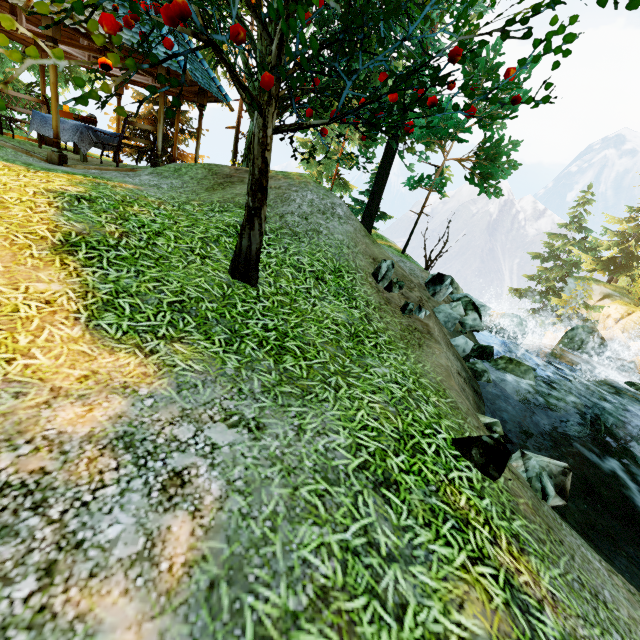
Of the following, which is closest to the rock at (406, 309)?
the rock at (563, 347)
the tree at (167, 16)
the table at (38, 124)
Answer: the tree at (167, 16)

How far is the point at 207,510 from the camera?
2.05m

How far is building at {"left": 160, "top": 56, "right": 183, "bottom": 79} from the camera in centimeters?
757cm

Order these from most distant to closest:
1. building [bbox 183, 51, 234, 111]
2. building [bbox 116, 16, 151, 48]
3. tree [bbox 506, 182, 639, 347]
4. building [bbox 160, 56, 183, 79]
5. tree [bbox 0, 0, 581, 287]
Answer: tree [bbox 506, 182, 639, 347]
building [bbox 183, 51, 234, 111]
building [bbox 160, 56, 183, 79]
building [bbox 116, 16, 151, 48]
tree [bbox 0, 0, 581, 287]

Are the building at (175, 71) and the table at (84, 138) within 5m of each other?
yes

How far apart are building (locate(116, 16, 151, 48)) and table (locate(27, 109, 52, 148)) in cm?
252

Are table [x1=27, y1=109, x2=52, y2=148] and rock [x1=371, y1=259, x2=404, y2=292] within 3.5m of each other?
no

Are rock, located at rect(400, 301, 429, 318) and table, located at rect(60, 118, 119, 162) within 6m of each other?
no
